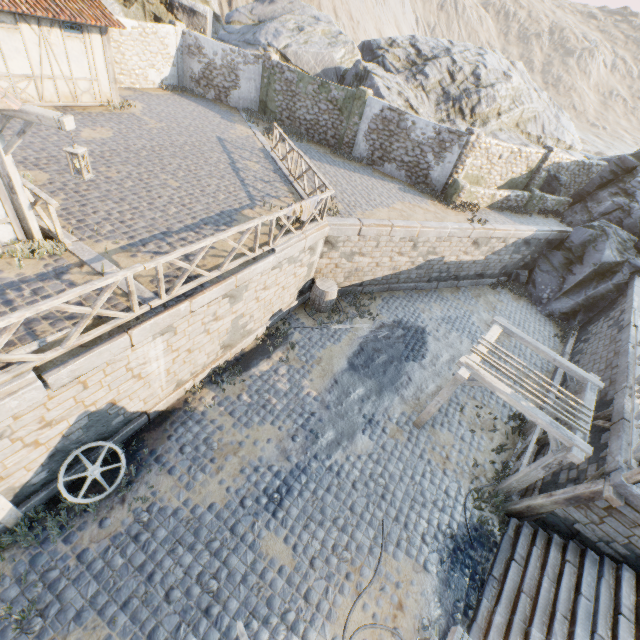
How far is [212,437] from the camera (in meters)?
8.35

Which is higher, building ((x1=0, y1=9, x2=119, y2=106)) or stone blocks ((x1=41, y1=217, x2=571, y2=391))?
building ((x1=0, y1=9, x2=119, y2=106))

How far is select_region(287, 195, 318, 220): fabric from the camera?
9.1m

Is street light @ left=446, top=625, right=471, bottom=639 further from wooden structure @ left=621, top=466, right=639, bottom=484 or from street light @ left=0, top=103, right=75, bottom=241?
street light @ left=0, top=103, right=75, bottom=241

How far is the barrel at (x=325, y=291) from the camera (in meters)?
12.36

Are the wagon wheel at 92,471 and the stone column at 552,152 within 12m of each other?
no

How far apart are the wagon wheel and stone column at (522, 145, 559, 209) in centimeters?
2205cm

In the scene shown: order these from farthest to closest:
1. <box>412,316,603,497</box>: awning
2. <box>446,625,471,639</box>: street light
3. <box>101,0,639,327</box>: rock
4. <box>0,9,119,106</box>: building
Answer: <box>101,0,639,327</box>: rock
<box>0,9,119,106</box>: building
<box>412,316,603,497</box>: awning
<box>446,625,471,639</box>: street light
